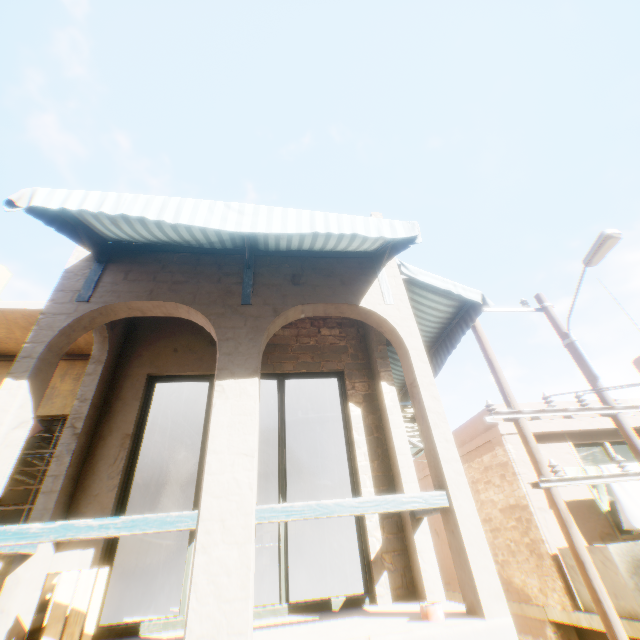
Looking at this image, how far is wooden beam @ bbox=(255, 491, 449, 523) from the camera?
3.0m

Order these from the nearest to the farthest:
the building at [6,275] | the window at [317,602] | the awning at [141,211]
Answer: the awning at [141,211]
the window at [317,602]
the building at [6,275]

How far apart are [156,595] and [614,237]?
11.6 meters

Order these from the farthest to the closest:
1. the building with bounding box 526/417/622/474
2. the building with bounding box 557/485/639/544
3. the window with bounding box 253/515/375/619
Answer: the building with bounding box 526/417/622/474 < the building with bounding box 557/485/639/544 < the window with bounding box 253/515/375/619

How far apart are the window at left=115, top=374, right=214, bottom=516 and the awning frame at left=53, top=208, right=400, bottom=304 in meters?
1.7

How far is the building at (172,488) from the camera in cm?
648

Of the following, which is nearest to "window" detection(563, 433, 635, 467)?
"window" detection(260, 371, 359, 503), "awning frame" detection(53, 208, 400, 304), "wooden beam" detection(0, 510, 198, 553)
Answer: "window" detection(260, 371, 359, 503)

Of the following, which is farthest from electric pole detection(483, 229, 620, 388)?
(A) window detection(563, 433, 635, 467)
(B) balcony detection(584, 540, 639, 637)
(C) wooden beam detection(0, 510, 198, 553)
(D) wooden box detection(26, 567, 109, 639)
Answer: (D) wooden box detection(26, 567, 109, 639)
